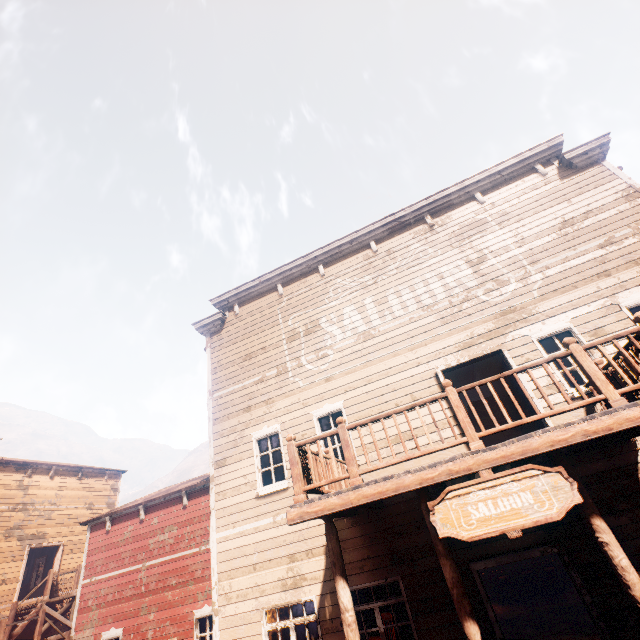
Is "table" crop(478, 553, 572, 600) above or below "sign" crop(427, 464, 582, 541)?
below

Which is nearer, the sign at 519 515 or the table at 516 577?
the sign at 519 515

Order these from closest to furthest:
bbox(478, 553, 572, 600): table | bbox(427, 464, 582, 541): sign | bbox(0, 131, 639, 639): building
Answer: bbox(427, 464, 582, 541): sign
bbox(0, 131, 639, 639): building
bbox(478, 553, 572, 600): table

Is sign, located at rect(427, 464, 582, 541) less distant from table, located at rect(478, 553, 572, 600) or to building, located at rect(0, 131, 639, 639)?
building, located at rect(0, 131, 639, 639)

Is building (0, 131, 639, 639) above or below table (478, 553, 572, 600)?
above

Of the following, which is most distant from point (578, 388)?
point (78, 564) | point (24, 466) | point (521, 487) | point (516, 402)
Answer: point (78, 564)

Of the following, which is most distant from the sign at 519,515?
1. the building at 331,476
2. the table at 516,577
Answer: the table at 516,577

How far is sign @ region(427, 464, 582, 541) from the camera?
4.0 meters
